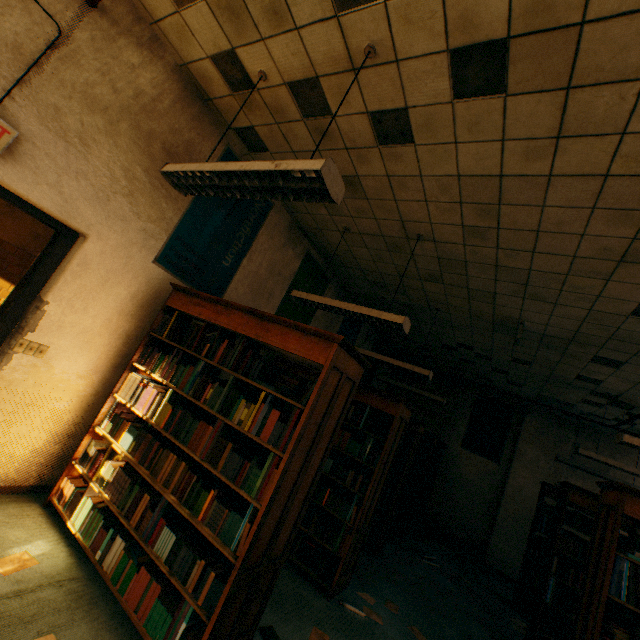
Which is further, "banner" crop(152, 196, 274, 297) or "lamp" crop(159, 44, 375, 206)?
"banner" crop(152, 196, 274, 297)

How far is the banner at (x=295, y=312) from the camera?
5.1m

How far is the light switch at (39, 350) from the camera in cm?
252

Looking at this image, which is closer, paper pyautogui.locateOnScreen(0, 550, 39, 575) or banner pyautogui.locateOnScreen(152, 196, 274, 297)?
paper pyautogui.locateOnScreen(0, 550, 39, 575)

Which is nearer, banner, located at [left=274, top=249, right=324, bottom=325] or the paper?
the paper

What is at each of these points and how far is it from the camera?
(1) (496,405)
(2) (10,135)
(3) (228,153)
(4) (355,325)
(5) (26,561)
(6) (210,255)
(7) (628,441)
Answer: (1) banner, 8.90m
(2) sign, 2.19m
(3) banner, 3.63m
(4) banner, 7.32m
(5) paper, 2.16m
(6) banner, 3.75m
(7) lamp, 3.67m

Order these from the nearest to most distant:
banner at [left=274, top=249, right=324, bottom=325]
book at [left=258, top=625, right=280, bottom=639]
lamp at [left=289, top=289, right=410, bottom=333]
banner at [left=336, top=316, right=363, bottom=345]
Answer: book at [left=258, top=625, right=280, bottom=639]
lamp at [left=289, top=289, right=410, bottom=333]
banner at [left=274, top=249, right=324, bottom=325]
banner at [left=336, top=316, right=363, bottom=345]

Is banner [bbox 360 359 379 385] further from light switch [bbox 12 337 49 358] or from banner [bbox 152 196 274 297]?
light switch [bbox 12 337 49 358]
